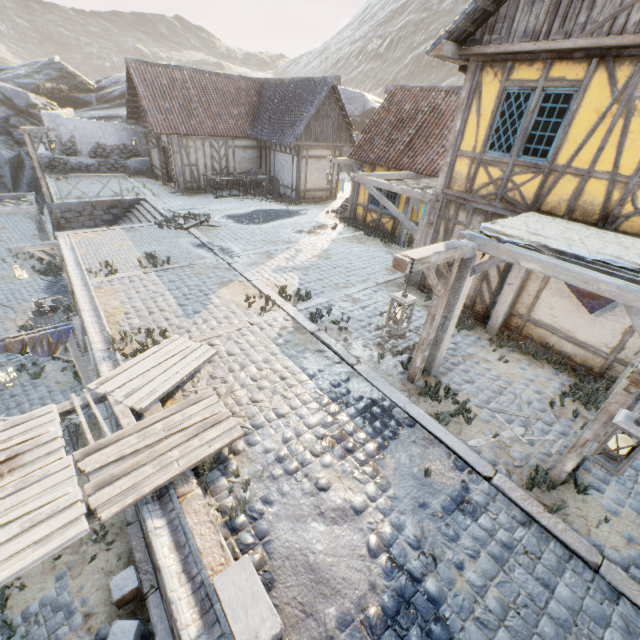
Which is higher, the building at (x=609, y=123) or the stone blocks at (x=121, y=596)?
the building at (x=609, y=123)

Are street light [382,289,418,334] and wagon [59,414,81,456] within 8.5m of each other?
yes

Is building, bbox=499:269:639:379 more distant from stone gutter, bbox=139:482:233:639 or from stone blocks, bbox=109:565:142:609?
stone gutter, bbox=139:482:233:639

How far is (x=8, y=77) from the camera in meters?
26.3 m

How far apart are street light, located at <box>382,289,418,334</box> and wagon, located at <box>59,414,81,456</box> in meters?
7.0 m

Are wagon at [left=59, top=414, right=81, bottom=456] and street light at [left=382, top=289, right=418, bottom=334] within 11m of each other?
yes

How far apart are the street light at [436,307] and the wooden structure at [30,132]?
17.2m

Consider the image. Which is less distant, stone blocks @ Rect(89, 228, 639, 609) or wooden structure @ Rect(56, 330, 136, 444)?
stone blocks @ Rect(89, 228, 639, 609)
